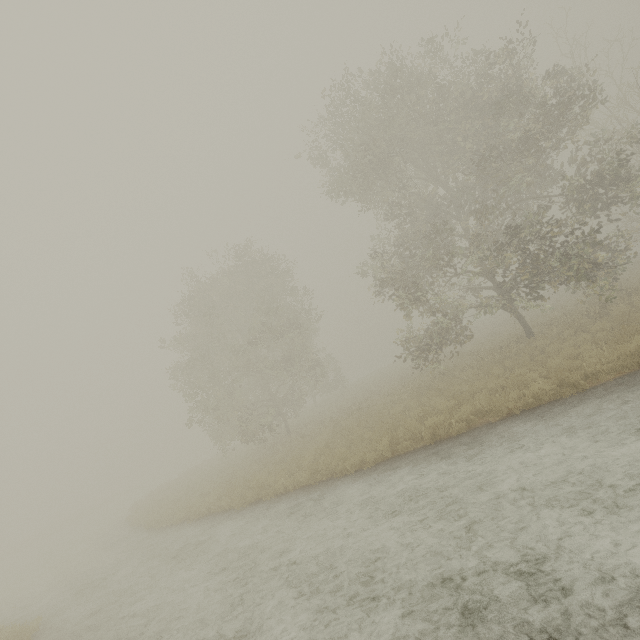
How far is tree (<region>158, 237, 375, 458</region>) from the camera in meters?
20.9

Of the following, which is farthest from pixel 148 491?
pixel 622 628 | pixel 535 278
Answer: pixel 622 628

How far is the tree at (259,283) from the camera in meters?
20.9 m

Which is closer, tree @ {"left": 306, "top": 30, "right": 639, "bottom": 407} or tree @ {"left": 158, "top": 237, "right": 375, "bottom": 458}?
tree @ {"left": 306, "top": 30, "right": 639, "bottom": 407}

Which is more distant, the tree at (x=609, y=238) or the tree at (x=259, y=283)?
the tree at (x=259, y=283)
